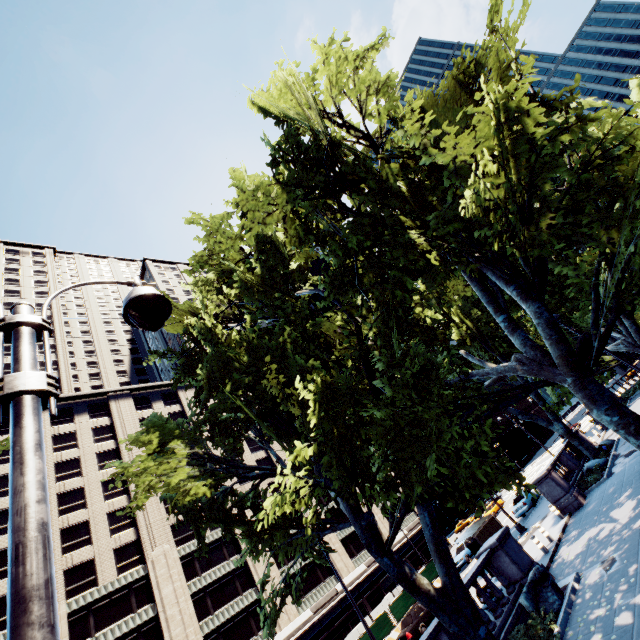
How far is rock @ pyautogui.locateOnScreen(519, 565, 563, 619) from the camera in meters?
10.5 m

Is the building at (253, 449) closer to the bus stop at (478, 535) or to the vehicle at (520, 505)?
the vehicle at (520, 505)

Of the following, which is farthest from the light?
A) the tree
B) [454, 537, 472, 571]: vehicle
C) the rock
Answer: [454, 537, 472, 571]: vehicle

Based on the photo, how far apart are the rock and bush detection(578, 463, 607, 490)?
10.7 meters

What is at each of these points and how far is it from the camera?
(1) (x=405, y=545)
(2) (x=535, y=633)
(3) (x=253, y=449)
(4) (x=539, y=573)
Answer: (1) building, 49.1m
(2) bush, 9.8m
(3) building, 52.8m
(4) rock, 11.3m

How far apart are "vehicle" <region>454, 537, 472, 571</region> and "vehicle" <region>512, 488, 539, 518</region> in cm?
616

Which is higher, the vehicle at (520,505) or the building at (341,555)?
the building at (341,555)

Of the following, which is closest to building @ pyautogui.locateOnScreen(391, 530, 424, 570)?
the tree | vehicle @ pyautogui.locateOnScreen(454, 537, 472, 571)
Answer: the tree
